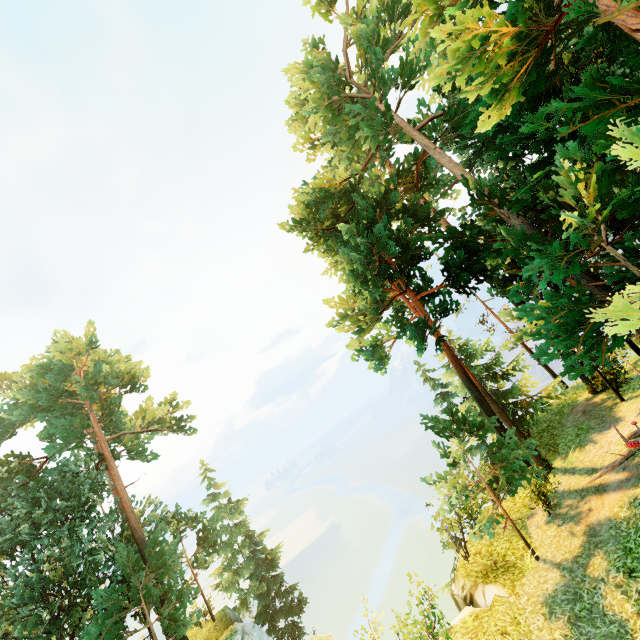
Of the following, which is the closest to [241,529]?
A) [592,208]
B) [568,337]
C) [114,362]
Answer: [114,362]

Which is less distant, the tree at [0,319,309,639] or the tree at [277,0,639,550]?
the tree at [277,0,639,550]

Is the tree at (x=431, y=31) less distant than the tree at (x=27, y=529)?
Yes
